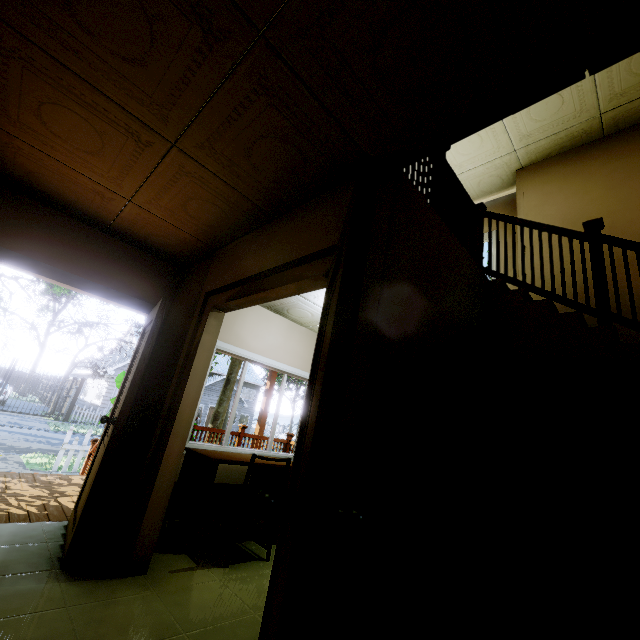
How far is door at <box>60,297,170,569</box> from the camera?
2.3m

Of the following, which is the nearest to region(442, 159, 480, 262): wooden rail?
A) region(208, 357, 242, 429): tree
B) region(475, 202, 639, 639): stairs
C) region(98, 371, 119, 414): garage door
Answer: region(475, 202, 639, 639): stairs

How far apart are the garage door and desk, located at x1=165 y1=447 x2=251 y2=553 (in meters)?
23.18

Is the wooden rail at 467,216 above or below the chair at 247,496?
above

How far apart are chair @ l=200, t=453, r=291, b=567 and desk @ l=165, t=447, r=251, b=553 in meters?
0.1

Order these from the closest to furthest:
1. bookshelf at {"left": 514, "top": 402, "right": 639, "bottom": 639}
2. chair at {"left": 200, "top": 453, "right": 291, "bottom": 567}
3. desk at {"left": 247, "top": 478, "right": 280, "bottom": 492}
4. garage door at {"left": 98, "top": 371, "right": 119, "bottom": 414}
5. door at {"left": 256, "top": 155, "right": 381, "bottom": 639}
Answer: door at {"left": 256, "top": 155, "right": 381, "bottom": 639}
bookshelf at {"left": 514, "top": 402, "right": 639, "bottom": 639}
chair at {"left": 200, "top": 453, "right": 291, "bottom": 567}
desk at {"left": 247, "top": 478, "right": 280, "bottom": 492}
garage door at {"left": 98, "top": 371, "right": 119, "bottom": 414}

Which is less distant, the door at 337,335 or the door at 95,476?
the door at 337,335

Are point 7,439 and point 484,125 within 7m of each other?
no
